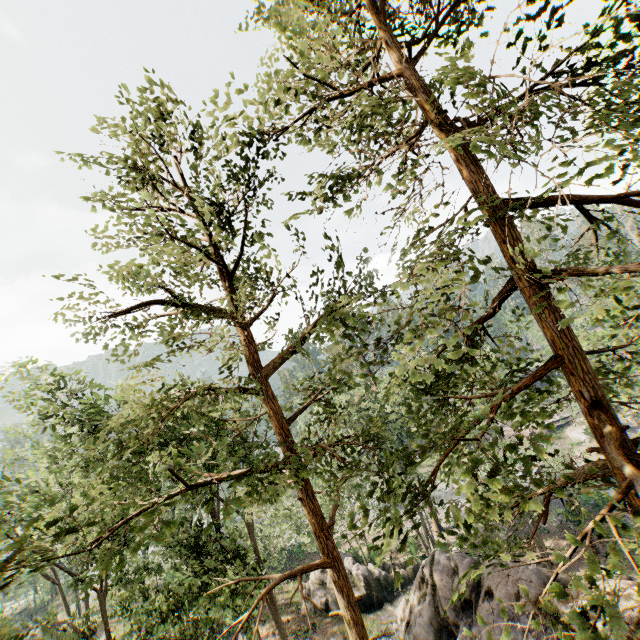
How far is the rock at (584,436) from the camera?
43.1 meters

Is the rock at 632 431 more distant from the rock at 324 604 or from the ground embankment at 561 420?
the rock at 324 604

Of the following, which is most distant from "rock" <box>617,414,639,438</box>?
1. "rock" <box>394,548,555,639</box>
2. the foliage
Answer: "rock" <box>394,548,555,639</box>

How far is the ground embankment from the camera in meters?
47.0 m

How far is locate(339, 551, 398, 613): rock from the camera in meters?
23.1

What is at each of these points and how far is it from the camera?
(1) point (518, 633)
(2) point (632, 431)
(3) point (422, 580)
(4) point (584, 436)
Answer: (1) rock, 15.9 meters
(2) rock, 41.3 meters
(3) rock, 20.3 meters
(4) rock, 43.6 meters

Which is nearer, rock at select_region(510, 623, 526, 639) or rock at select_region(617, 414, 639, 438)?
rock at select_region(510, 623, 526, 639)

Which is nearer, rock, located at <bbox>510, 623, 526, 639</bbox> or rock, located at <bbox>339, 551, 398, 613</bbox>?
rock, located at <bbox>510, 623, 526, 639</bbox>
